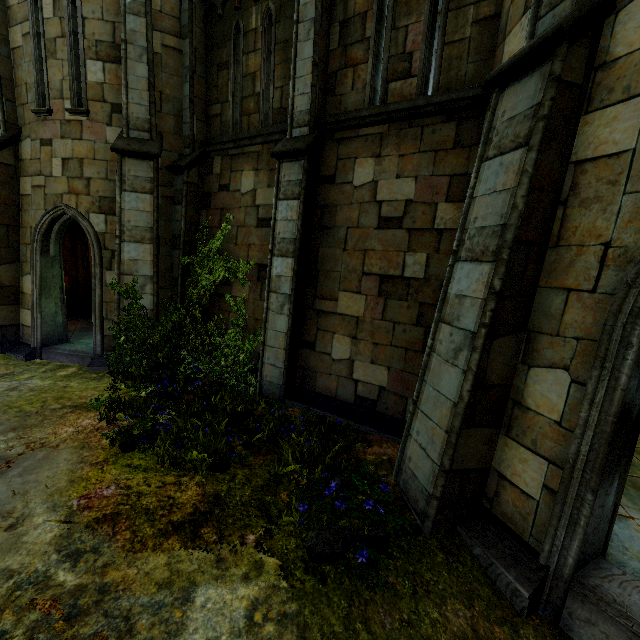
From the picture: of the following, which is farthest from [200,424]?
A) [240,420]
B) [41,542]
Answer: [41,542]

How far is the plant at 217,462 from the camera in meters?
3.6

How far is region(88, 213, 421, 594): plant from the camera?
3.6m
